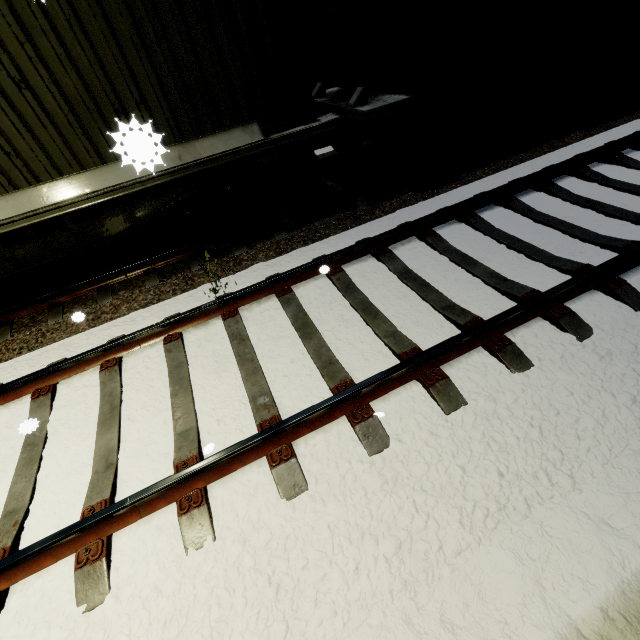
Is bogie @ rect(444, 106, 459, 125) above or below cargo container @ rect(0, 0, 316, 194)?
below

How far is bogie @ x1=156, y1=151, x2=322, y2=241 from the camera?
5.2m

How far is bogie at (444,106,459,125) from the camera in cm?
584

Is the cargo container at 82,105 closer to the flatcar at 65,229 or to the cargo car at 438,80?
the flatcar at 65,229

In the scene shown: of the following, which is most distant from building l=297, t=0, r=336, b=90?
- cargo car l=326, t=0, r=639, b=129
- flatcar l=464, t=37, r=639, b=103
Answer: flatcar l=464, t=37, r=639, b=103

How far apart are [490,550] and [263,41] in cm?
609

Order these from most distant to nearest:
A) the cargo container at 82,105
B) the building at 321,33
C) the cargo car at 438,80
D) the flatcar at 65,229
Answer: the building at 321,33 < the cargo car at 438,80 < the flatcar at 65,229 < the cargo container at 82,105

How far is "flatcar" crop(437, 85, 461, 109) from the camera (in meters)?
5.41
